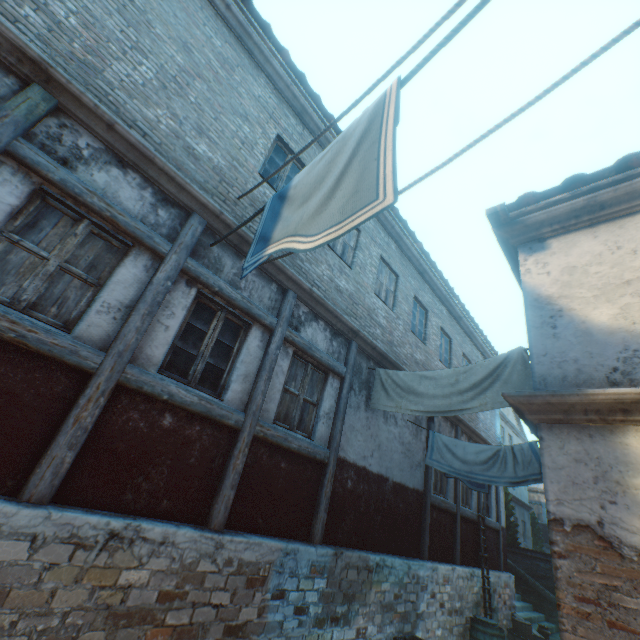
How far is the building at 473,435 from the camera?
10.1 meters

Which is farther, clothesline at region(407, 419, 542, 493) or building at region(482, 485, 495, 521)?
building at region(482, 485, 495, 521)

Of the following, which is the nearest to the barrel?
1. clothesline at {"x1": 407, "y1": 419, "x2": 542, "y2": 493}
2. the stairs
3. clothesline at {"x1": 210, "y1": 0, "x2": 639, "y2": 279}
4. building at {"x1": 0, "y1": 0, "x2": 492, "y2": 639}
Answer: building at {"x1": 0, "y1": 0, "x2": 492, "y2": 639}

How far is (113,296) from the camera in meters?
3.8

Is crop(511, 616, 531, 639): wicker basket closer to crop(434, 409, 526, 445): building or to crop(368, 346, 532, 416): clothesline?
crop(434, 409, 526, 445): building

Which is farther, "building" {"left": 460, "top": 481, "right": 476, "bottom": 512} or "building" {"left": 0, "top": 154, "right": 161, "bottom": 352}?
"building" {"left": 460, "top": 481, "right": 476, "bottom": 512}

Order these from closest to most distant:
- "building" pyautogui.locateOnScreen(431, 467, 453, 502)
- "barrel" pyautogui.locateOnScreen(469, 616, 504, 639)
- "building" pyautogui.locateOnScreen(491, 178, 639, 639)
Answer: "building" pyautogui.locateOnScreen(491, 178, 639, 639) → "barrel" pyautogui.locateOnScreen(469, 616, 504, 639) → "building" pyautogui.locateOnScreen(431, 467, 453, 502)

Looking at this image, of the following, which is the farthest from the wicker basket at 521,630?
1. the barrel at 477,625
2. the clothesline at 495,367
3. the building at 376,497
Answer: the clothesline at 495,367
